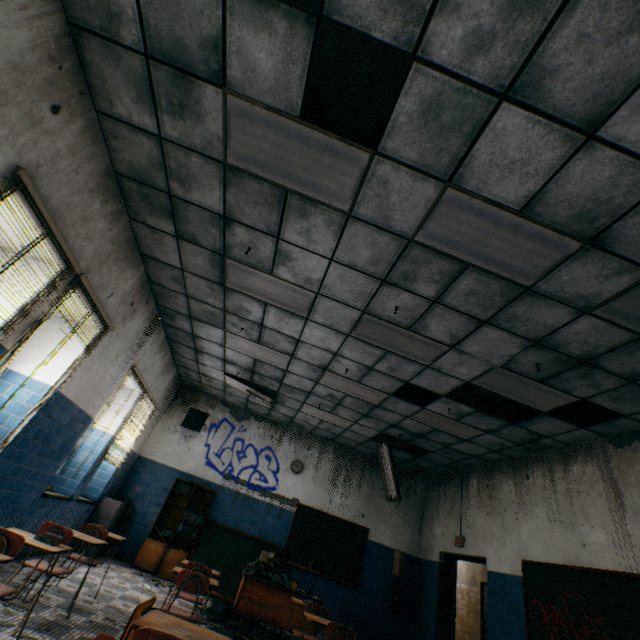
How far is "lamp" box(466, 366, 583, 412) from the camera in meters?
4.5 m

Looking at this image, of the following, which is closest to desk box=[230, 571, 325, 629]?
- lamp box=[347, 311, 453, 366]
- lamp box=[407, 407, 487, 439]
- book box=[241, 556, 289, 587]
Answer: book box=[241, 556, 289, 587]

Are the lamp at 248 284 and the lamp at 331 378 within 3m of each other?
yes

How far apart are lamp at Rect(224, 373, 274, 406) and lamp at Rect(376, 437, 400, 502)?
2.82m

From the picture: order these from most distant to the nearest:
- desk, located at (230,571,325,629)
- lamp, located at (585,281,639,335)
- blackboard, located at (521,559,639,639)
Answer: desk, located at (230,571,325,629)
blackboard, located at (521,559,639,639)
lamp, located at (585,281,639,335)

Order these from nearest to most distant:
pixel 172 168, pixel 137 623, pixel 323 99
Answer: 1. pixel 137 623
2. pixel 323 99
3. pixel 172 168

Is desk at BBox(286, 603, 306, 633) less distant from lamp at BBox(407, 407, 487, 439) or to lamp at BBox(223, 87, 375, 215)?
lamp at BBox(407, 407, 487, 439)

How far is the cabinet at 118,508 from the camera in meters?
6.6
